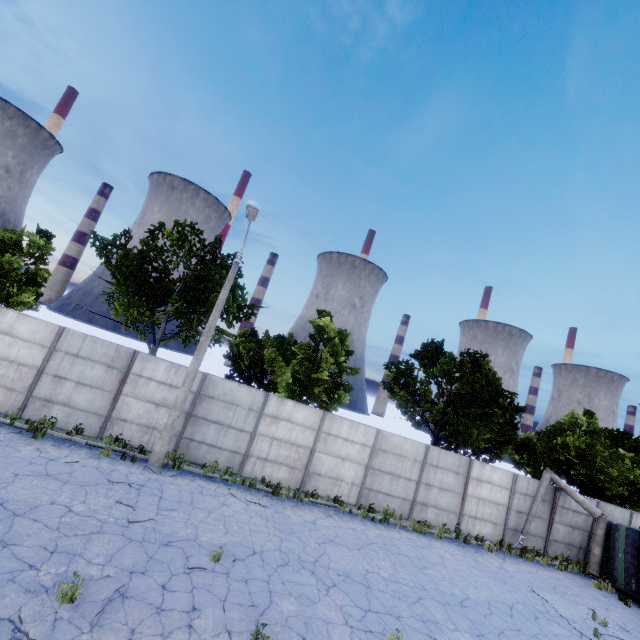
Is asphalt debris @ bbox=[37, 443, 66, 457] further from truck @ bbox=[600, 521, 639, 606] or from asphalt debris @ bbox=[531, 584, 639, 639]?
truck @ bbox=[600, 521, 639, 606]

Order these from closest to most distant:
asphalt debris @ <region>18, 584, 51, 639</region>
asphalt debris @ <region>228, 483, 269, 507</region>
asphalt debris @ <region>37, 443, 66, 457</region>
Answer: asphalt debris @ <region>18, 584, 51, 639</region> → asphalt debris @ <region>37, 443, 66, 457</region> → asphalt debris @ <region>228, 483, 269, 507</region>

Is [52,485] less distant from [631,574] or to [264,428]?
[264,428]

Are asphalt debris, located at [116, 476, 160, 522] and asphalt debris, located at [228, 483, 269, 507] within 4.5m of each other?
yes

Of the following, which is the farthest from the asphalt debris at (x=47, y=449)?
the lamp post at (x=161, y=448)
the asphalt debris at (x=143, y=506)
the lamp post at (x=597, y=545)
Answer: the lamp post at (x=597, y=545)

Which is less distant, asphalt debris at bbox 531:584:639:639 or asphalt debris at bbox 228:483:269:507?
asphalt debris at bbox 531:584:639:639

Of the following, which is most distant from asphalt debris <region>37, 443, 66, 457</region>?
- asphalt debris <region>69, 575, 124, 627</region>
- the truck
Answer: the truck

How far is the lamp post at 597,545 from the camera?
16.7m
